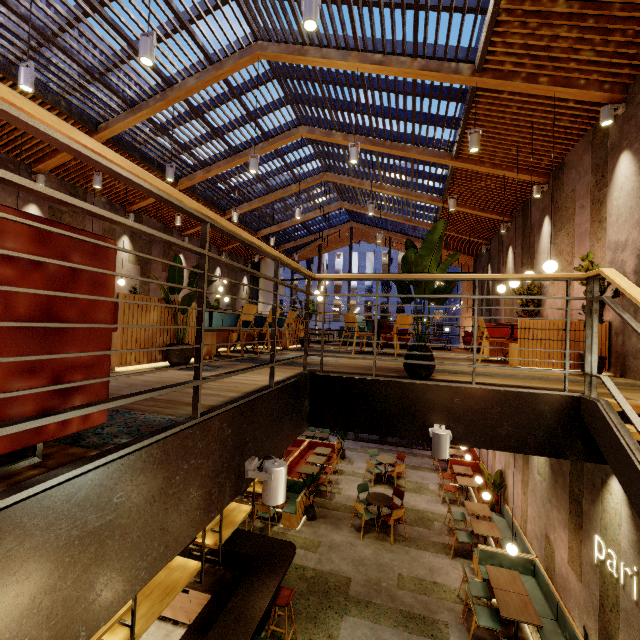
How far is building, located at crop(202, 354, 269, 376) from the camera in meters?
3.5

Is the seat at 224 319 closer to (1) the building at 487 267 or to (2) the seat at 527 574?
(1) the building at 487 267

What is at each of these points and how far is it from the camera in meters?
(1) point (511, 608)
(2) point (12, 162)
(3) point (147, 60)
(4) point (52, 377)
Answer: (1) table, 5.8 m
(2) building, 7.5 m
(3) lamp, 3.7 m
(4) couch, 1.1 m

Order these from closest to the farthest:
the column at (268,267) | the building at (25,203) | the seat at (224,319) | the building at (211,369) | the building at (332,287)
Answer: the building at (211,369) → the seat at (224,319) → the building at (25,203) → the column at (268,267) → the building at (332,287)

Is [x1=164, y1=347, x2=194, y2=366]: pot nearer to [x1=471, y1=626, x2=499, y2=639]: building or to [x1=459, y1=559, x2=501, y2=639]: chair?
[x1=471, y1=626, x2=499, y2=639]: building

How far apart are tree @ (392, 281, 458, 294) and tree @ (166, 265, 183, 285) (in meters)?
2.05

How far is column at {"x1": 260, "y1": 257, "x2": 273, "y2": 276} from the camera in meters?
18.5 m

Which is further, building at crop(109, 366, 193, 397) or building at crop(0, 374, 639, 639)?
building at crop(109, 366, 193, 397)
